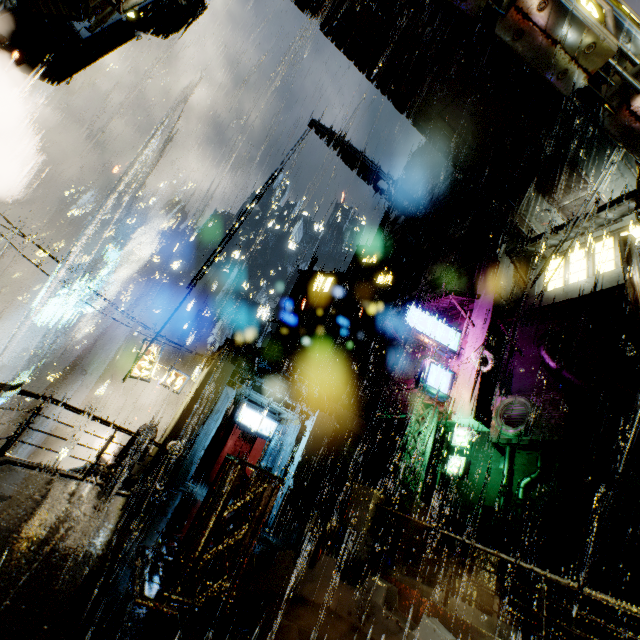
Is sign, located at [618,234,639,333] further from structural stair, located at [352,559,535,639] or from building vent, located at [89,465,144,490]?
building vent, located at [89,465,144,490]

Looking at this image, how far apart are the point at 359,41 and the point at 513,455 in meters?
20.8

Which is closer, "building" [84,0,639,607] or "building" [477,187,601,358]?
"building" [84,0,639,607]

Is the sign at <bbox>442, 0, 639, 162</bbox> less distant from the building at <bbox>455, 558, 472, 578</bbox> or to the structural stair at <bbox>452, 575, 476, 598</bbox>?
the building at <bbox>455, 558, 472, 578</bbox>

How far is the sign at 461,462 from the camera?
14.46m

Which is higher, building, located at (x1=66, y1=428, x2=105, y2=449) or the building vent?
the building vent

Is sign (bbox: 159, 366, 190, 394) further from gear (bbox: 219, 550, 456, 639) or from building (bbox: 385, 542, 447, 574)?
gear (bbox: 219, 550, 456, 639)

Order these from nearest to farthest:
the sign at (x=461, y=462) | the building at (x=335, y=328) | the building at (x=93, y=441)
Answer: the building at (x=335, y=328)
the sign at (x=461, y=462)
the building at (x=93, y=441)
